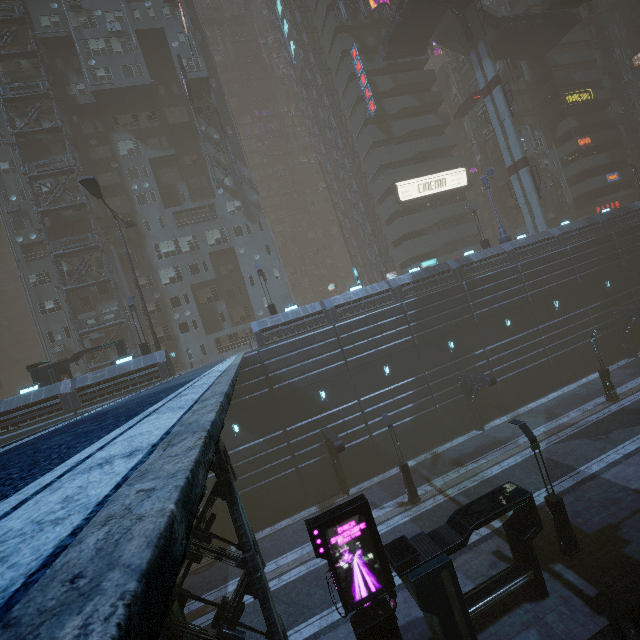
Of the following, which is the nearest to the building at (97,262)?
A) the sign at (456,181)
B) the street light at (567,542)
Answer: the sign at (456,181)

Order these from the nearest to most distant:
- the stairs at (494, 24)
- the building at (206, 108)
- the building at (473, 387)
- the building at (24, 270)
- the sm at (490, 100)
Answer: the building at (473, 387), the building at (24, 270), the sm at (490, 100), the stairs at (494, 24), the building at (206, 108)

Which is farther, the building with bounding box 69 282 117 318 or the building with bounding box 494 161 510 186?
the building with bounding box 494 161 510 186

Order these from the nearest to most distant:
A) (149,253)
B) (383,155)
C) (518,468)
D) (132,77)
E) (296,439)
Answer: (518,468), (296,439), (132,77), (149,253), (383,155)

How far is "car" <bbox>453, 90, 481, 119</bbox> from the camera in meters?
40.7

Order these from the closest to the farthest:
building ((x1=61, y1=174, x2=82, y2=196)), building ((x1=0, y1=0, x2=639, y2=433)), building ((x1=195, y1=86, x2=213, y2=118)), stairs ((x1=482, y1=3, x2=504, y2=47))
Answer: building ((x1=0, y1=0, x2=639, y2=433)) → building ((x1=61, y1=174, x2=82, y2=196)) → stairs ((x1=482, y1=3, x2=504, y2=47)) → building ((x1=195, y1=86, x2=213, y2=118))

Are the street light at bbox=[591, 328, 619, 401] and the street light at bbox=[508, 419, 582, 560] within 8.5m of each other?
no

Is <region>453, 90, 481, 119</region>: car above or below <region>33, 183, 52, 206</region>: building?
below
